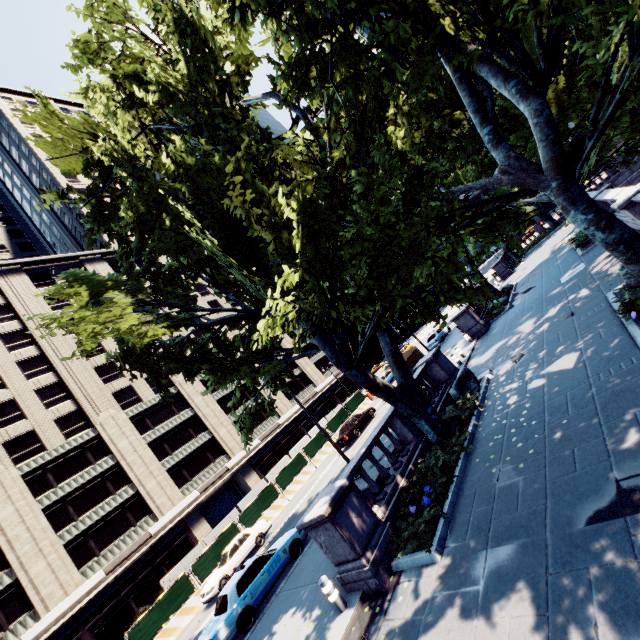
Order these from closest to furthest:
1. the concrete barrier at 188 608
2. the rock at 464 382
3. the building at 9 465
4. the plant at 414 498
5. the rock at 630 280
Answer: the plant at 414 498 → the rock at 630 280 → the rock at 464 382 → the concrete barrier at 188 608 → the building at 9 465

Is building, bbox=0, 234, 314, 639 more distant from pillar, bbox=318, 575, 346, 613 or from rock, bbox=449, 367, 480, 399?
rock, bbox=449, 367, 480, 399

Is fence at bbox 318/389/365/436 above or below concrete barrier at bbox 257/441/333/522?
above

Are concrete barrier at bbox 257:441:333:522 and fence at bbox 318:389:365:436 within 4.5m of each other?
yes

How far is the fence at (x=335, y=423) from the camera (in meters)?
33.22

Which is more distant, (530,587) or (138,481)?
(138,481)

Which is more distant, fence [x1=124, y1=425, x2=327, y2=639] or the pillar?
fence [x1=124, y1=425, x2=327, y2=639]

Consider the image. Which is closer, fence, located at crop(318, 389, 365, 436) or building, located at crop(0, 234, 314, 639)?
building, located at crop(0, 234, 314, 639)
